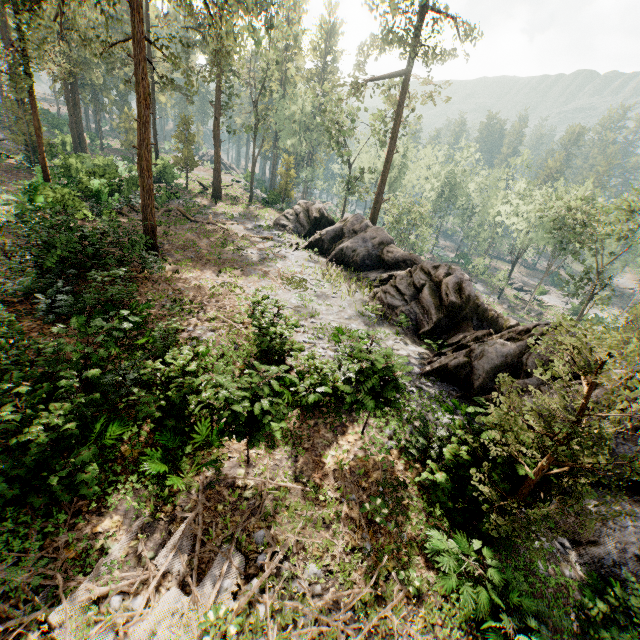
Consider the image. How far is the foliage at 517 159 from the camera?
53.9m

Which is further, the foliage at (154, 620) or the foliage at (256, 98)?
the foliage at (256, 98)

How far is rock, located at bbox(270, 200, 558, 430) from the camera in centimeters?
1212cm

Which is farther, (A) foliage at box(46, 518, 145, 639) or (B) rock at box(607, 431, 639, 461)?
(B) rock at box(607, 431, 639, 461)

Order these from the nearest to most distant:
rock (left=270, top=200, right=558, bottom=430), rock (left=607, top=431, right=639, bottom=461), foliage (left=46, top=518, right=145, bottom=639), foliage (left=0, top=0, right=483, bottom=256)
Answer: foliage (left=46, top=518, right=145, bottom=639), rock (left=607, top=431, right=639, bottom=461), rock (left=270, top=200, right=558, bottom=430), foliage (left=0, top=0, right=483, bottom=256)

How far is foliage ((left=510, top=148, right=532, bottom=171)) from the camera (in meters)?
53.94

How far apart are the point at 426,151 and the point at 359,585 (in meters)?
62.20

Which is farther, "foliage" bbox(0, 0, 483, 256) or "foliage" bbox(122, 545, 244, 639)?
"foliage" bbox(0, 0, 483, 256)
